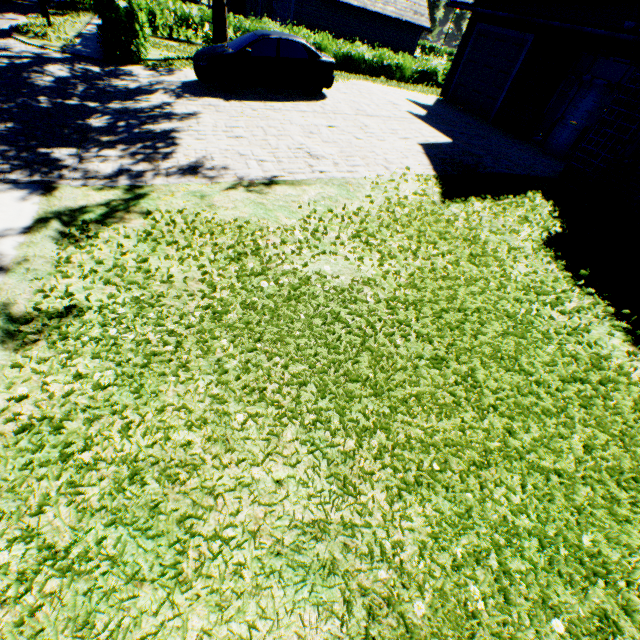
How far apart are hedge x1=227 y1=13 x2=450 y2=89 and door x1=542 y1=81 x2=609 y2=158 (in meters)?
15.21

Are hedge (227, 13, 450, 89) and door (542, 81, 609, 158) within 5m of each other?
no

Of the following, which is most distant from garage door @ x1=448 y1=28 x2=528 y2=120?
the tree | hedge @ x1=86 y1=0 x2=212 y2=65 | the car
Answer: hedge @ x1=86 y1=0 x2=212 y2=65

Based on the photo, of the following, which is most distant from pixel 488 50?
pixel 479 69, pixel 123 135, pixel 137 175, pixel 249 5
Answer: pixel 249 5

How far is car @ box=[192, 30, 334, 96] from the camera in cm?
1049

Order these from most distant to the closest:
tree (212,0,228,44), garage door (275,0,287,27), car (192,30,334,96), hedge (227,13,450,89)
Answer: garage door (275,0,287,27) → hedge (227,13,450,89) → tree (212,0,228,44) → car (192,30,334,96)

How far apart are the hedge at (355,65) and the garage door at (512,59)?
8.93m

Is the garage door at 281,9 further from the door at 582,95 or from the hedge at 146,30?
the door at 582,95
